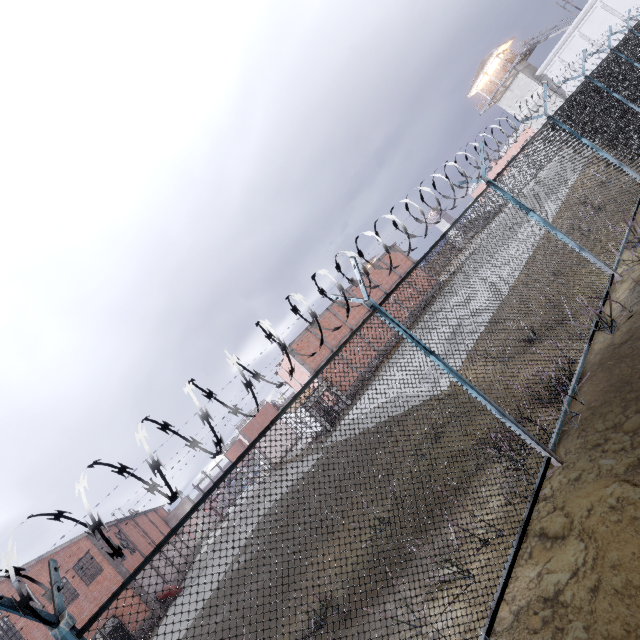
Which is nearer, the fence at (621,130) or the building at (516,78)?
the fence at (621,130)

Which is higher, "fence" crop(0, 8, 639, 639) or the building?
the building

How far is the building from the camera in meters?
40.1

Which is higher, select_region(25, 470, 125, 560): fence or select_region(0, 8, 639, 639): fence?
select_region(25, 470, 125, 560): fence

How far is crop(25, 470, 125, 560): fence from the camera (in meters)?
2.34

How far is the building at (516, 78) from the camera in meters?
40.1 m

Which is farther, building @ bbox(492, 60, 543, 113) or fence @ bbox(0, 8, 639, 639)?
building @ bbox(492, 60, 543, 113)

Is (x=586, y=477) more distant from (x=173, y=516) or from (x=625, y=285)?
(x=173, y=516)
